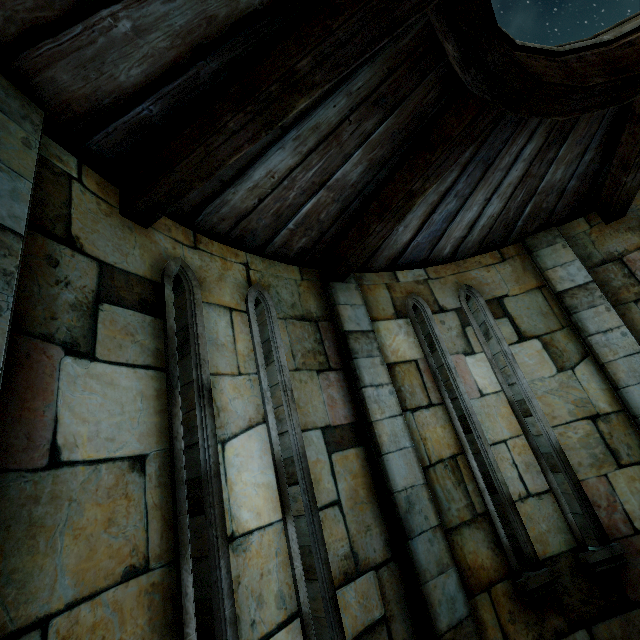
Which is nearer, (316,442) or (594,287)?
(316,442)
